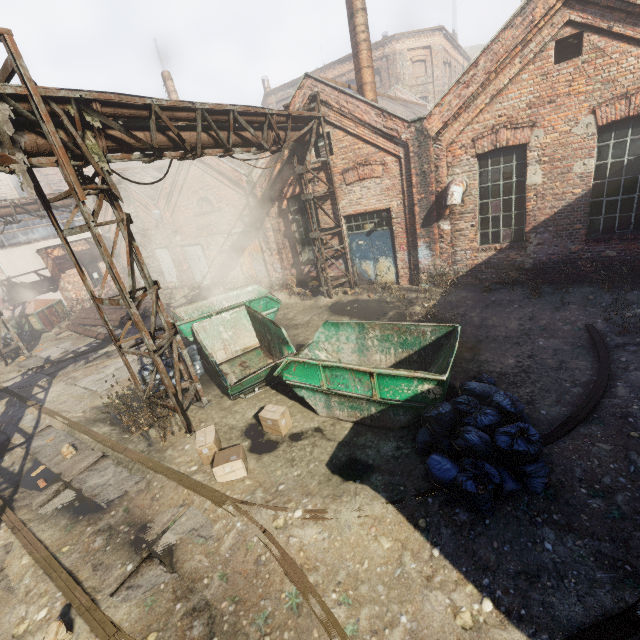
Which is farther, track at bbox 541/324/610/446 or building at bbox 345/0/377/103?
building at bbox 345/0/377/103

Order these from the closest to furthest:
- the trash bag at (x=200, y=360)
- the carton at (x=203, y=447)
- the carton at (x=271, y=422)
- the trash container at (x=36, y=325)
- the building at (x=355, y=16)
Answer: the carton at (x=203, y=447) → the carton at (x=271, y=422) → the trash bag at (x=200, y=360) → the building at (x=355, y=16) → the trash container at (x=36, y=325)

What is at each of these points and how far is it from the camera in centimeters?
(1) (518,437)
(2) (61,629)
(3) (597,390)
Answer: (1) trash bag, 432cm
(2) instancedfoliageactor, 385cm
(3) track, 569cm

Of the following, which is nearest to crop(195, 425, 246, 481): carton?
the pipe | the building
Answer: the pipe

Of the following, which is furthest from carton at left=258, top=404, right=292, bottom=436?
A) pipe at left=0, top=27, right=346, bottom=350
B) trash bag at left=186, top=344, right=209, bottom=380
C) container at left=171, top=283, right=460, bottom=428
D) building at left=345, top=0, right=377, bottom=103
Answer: building at left=345, top=0, right=377, bottom=103

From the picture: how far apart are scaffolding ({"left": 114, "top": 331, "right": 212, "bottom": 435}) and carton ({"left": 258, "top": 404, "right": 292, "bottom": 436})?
1.6m

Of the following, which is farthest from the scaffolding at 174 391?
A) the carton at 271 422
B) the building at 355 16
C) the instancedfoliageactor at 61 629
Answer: the building at 355 16

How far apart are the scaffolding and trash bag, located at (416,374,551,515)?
4.59m
